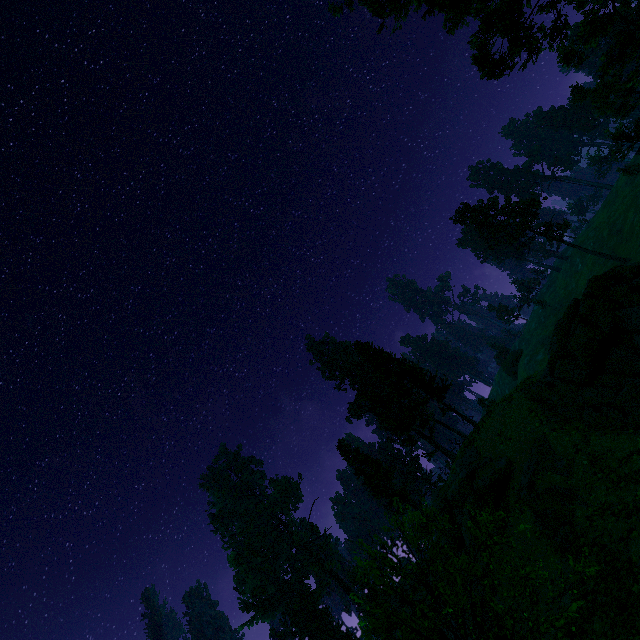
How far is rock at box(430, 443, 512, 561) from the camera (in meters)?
23.23

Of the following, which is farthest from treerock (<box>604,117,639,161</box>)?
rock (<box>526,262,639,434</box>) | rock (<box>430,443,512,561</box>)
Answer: rock (<box>526,262,639,434</box>)

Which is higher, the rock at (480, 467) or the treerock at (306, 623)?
the treerock at (306, 623)

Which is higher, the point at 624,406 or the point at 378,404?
the point at 378,404

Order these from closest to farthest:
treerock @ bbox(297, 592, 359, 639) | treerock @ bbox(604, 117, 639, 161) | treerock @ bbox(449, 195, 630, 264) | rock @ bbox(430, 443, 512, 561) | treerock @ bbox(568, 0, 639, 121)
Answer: treerock @ bbox(568, 0, 639, 121)
rock @ bbox(430, 443, 512, 561)
treerock @ bbox(604, 117, 639, 161)
treerock @ bbox(449, 195, 630, 264)
treerock @ bbox(297, 592, 359, 639)

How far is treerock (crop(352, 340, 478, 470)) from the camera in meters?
33.9 m

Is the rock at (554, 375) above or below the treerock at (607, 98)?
below

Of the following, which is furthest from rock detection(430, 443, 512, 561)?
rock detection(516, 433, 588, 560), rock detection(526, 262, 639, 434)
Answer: rock detection(526, 262, 639, 434)
